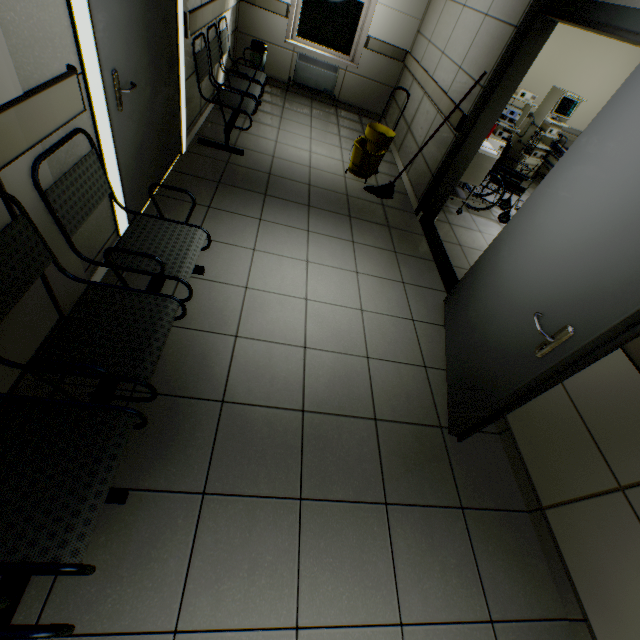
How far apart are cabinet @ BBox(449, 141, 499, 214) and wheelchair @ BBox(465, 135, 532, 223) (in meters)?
0.59

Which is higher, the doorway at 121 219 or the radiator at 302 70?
the radiator at 302 70

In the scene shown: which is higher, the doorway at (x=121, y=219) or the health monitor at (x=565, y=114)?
the health monitor at (x=565, y=114)

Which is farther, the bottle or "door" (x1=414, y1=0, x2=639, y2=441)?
the bottle

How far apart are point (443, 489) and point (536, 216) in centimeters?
190cm

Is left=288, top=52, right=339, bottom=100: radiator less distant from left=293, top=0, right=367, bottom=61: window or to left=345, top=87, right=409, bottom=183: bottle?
left=293, top=0, right=367, bottom=61: window

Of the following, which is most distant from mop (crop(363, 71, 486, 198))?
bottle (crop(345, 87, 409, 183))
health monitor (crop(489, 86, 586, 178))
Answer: health monitor (crop(489, 86, 586, 178))

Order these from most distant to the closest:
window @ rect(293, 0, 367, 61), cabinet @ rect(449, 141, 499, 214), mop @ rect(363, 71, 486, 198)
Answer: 1. window @ rect(293, 0, 367, 61)
2. cabinet @ rect(449, 141, 499, 214)
3. mop @ rect(363, 71, 486, 198)
